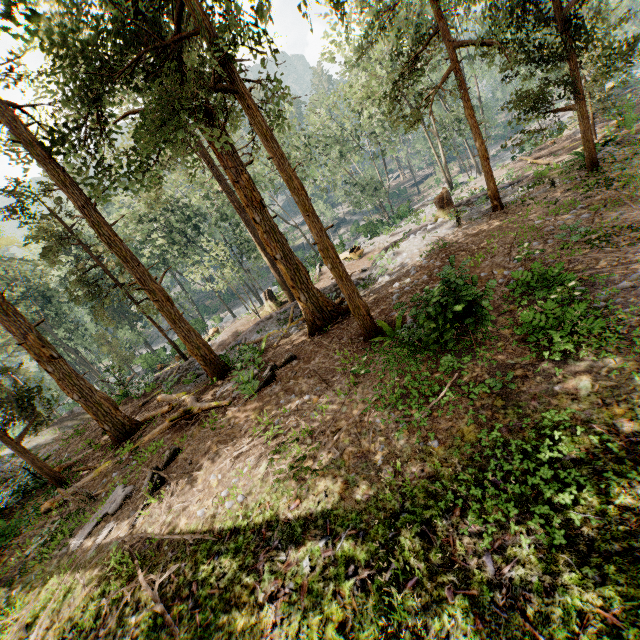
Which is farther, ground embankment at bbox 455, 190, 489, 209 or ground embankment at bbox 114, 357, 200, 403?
ground embankment at bbox 114, 357, 200, 403

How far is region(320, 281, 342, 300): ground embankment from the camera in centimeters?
1767cm

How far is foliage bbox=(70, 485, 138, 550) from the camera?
9.3 meters

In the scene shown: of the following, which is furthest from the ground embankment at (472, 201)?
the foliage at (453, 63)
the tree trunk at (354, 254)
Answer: the tree trunk at (354, 254)

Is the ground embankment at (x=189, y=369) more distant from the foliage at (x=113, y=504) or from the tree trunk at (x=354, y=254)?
the tree trunk at (x=354, y=254)

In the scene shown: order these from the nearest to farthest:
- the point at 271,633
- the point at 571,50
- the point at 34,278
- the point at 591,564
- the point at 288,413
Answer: the point at 591,564
the point at 271,633
the point at 288,413
the point at 571,50
the point at 34,278

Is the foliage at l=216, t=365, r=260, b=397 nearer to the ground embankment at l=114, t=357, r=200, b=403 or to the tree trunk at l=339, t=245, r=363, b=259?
the ground embankment at l=114, t=357, r=200, b=403

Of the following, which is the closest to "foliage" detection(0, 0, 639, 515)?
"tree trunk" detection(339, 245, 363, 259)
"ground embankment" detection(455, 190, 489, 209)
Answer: "ground embankment" detection(455, 190, 489, 209)
